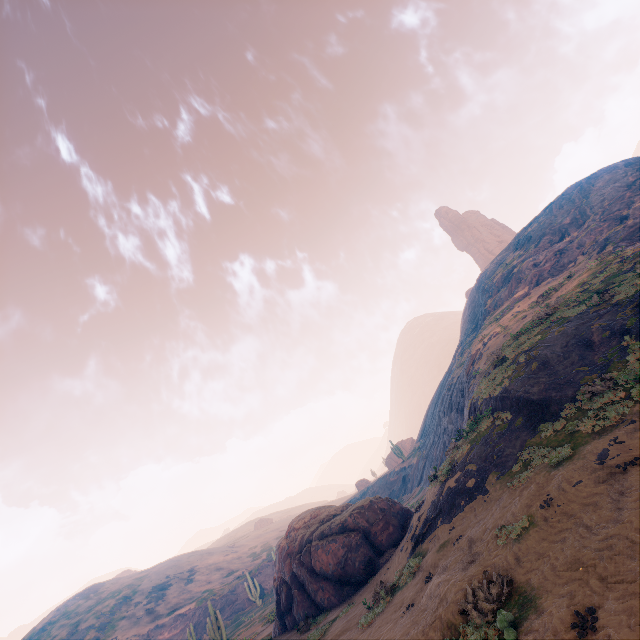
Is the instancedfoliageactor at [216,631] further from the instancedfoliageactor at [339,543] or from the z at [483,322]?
the instancedfoliageactor at [339,543]

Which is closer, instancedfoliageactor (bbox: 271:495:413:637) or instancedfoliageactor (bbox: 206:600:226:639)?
instancedfoliageactor (bbox: 271:495:413:637)

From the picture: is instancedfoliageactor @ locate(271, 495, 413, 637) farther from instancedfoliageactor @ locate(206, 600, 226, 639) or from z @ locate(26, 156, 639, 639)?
instancedfoliageactor @ locate(206, 600, 226, 639)

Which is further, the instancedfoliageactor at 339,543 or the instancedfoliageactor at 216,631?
the instancedfoliageactor at 216,631

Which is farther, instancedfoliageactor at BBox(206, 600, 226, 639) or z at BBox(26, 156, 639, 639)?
instancedfoliageactor at BBox(206, 600, 226, 639)

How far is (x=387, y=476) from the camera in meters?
57.8

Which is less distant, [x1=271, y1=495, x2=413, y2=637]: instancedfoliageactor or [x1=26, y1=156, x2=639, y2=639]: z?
[x1=26, y1=156, x2=639, y2=639]: z

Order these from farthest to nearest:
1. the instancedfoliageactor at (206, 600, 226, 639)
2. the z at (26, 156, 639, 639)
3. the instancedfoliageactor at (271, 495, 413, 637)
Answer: A: the instancedfoliageactor at (206, 600, 226, 639), the instancedfoliageactor at (271, 495, 413, 637), the z at (26, 156, 639, 639)
